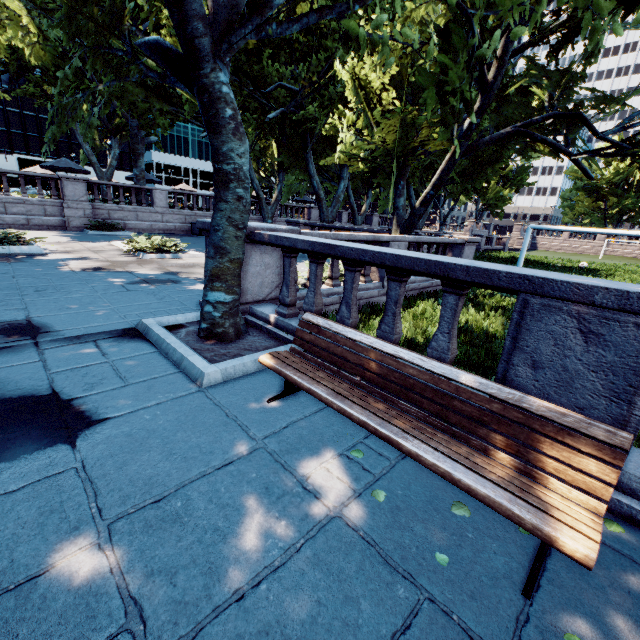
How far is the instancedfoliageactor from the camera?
2.4m

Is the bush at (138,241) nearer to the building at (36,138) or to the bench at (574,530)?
the bench at (574,530)

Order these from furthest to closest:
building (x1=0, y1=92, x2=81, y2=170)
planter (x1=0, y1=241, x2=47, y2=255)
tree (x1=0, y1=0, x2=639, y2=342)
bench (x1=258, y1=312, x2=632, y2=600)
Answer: building (x1=0, y1=92, x2=81, y2=170)
planter (x1=0, y1=241, x2=47, y2=255)
tree (x1=0, y1=0, x2=639, y2=342)
bench (x1=258, y1=312, x2=632, y2=600)

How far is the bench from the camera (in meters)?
1.88

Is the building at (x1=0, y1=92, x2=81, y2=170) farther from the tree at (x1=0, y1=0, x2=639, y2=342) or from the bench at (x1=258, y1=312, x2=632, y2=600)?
the bench at (x1=258, y1=312, x2=632, y2=600)

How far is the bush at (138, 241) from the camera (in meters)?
12.49

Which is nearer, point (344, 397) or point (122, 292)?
point (344, 397)

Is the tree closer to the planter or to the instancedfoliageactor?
the planter
